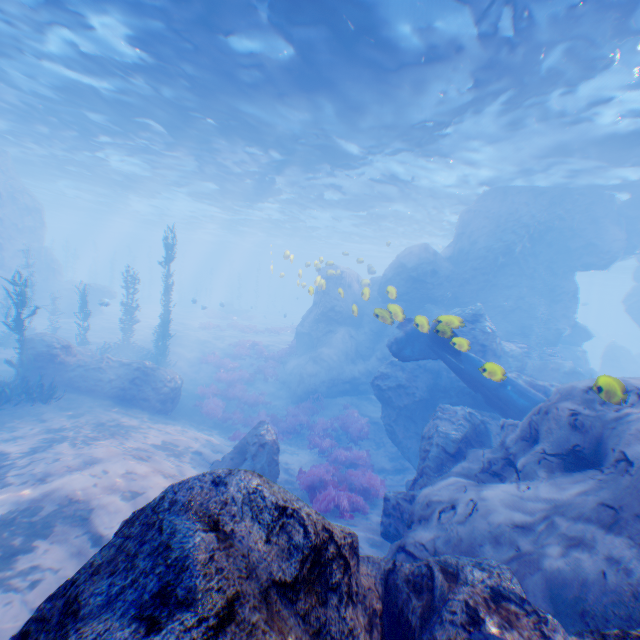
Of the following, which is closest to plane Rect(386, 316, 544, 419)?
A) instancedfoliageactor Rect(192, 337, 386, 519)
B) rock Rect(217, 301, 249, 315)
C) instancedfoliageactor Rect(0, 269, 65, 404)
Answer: instancedfoliageactor Rect(0, 269, 65, 404)

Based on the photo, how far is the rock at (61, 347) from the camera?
13.0m

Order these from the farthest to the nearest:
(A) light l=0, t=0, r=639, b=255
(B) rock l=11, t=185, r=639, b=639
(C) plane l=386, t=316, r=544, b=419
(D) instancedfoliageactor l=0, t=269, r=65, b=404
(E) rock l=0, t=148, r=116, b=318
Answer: (E) rock l=0, t=148, r=116, b=318 → (D) instancedfoliageactor l=0, t=269, r=65, b=404 → (A) light l=0, t=0, r=639, b=255 → (C) plane l=386, t=316, r=544, b=419 → (B) rock l=11, t=185, r=639, b=639

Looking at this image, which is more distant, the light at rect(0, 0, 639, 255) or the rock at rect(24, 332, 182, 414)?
the rock at rect(24, 332, 182, 414)

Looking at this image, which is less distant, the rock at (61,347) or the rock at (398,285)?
the rock at (398,285)

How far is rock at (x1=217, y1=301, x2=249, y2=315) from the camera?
43.59m

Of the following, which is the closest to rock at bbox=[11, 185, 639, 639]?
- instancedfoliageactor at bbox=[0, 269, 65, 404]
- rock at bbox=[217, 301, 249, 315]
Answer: instancedfoliageactor at bbox=[0, 269, 65, 404]

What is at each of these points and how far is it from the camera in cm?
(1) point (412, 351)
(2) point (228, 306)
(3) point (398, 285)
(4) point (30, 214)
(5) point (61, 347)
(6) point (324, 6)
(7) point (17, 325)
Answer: (1) plane, 1241
(2) rock, 4466
(3) rock, 2016
(4) rock, 2647
(5) rock, 1337
(6) light, 883
(7) instancedfoliageactor, 1190
